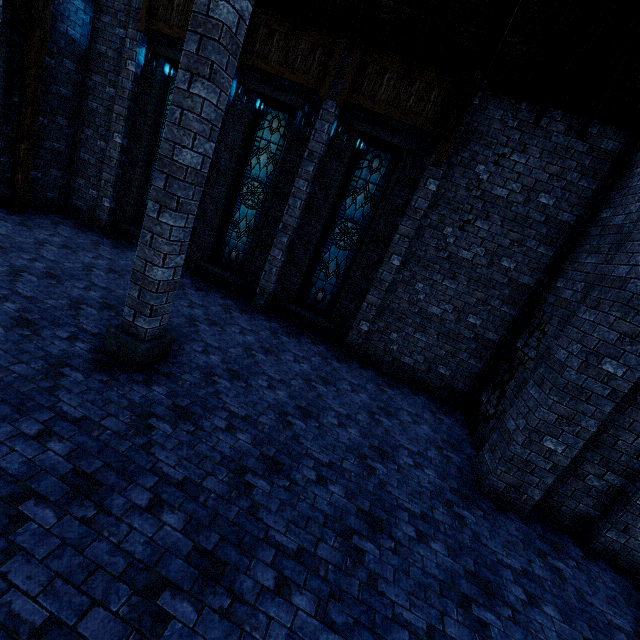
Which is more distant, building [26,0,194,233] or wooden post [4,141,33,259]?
building [26,0,194,233]

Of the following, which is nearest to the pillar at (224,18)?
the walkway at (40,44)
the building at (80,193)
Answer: the building at (80,193)

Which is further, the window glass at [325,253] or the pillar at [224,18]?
the window glass at [325,253]

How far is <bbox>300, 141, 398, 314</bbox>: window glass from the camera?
8.4m

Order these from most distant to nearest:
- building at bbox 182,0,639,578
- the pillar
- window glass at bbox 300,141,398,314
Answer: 1. window glass at bbox 300,141,398,314
2. building at bbox 182,0,639,578
3. the pillar

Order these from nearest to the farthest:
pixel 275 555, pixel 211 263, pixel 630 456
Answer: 1. pixel 275 555
2. pixel 630 456
3. pixel 211 263

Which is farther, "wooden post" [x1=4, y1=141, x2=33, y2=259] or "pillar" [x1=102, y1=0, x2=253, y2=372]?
"wooden post" [x1=4, y1=141, x2=33, y2=259]

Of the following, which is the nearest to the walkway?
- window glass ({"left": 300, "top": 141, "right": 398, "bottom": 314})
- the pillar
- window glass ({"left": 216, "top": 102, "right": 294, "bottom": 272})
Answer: window glass ({"left": 216, "top": 102, "right": 294, "bottom": 272})
